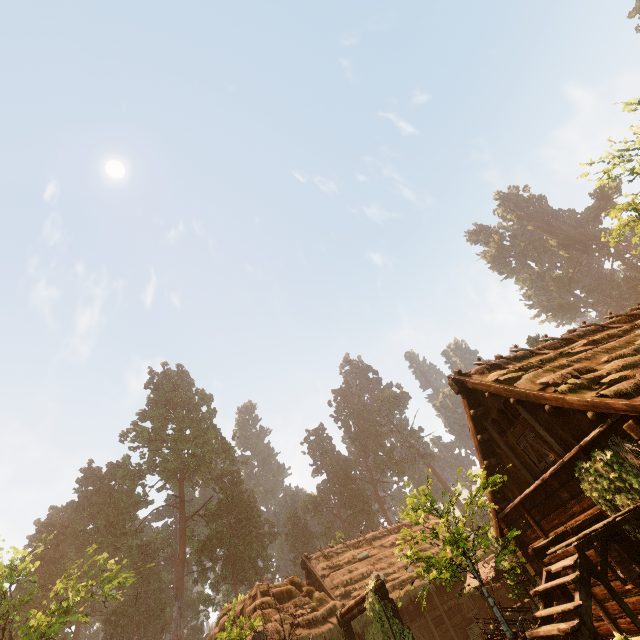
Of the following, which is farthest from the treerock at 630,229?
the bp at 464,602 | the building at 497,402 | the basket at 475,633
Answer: the basket at 475,633

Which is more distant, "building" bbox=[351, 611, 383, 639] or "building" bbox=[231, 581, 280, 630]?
"building" bbox=[351, 611, 383, 639]

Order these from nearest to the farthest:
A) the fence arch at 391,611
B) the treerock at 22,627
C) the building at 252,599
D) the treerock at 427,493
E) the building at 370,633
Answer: the treerock at 427,493
the fence arch at 391,611
the building at 252,599
the building at 370,633
the treerock at 22,627

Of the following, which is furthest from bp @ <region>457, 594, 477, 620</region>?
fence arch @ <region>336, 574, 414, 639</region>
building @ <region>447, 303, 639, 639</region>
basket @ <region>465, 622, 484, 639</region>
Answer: fence arch @ <region>336, 574, 414, 639</region>

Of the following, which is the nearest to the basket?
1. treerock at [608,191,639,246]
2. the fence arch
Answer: treerock at [608,191,639,246]

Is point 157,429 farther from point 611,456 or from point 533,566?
point 611,456

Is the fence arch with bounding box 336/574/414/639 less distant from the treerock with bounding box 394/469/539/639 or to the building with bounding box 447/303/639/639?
the building with bounding box 447/303/639/639

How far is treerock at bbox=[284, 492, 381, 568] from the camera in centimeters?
5512cm
